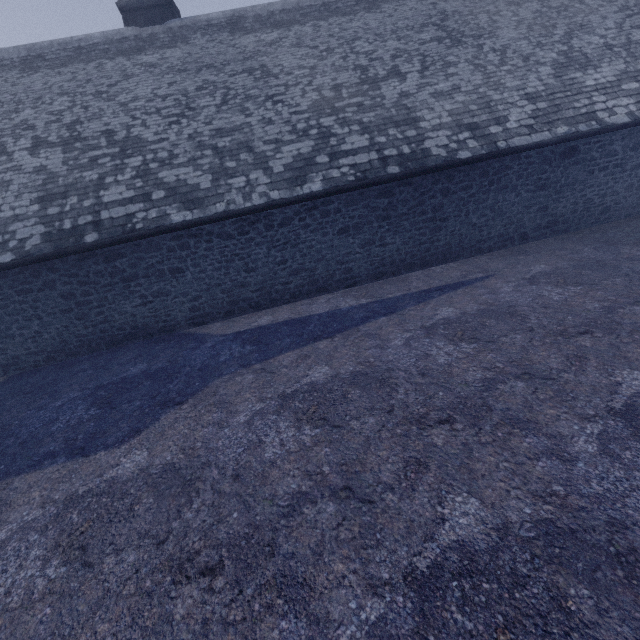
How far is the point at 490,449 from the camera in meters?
3.9
